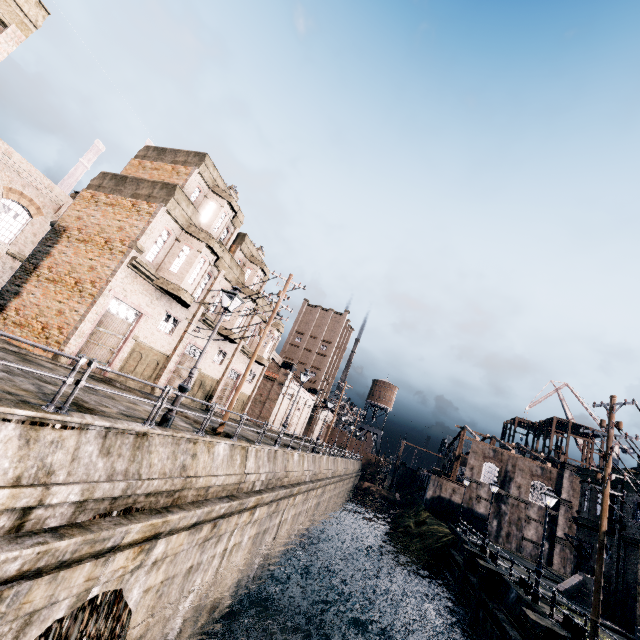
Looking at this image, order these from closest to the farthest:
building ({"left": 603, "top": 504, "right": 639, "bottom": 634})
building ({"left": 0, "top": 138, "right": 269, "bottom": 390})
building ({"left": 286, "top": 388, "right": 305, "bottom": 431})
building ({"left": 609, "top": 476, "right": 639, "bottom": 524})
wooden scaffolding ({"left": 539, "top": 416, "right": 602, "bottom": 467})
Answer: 1. building ({"left": 0, "top": 138, "right": 269, "bottom": 390})
2. building ({"left": 603, "top": 504, "right": 639, "bottom": 634})
3. building ({"left": 609, "top": 476, "right": 639, "bottom": 524})
4. wooden scaffolding ({"left": 539, "top": 416, "right": 602, "bottom": 467})
5. building ({"left": 286, "top": 388, "right": 305, "bottom": 431})

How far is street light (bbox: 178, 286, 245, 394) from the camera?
11.7m

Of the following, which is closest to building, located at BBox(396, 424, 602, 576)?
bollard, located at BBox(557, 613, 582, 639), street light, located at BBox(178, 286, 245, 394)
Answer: bollard, located at BBox(557, 613, 582, 639)

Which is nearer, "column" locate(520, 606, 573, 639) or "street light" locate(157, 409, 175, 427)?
"street light" locate(157, 409, 175, 427)

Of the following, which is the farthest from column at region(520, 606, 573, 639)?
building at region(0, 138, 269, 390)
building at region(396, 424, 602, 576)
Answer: building at region(0, 138, 269, 390)

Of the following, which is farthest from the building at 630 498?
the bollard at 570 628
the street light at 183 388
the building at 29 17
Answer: the building at 29 17

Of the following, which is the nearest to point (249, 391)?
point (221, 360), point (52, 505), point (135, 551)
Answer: point (221, 360)

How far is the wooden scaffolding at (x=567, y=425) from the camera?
55.1m
